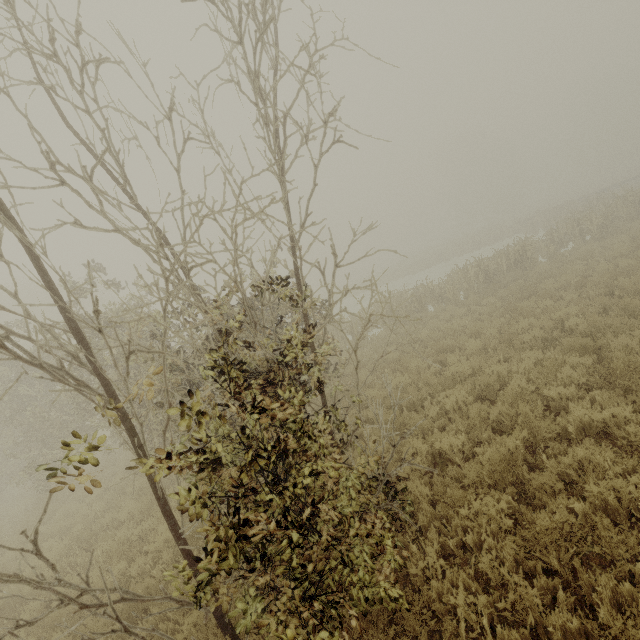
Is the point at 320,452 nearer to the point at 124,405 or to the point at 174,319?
the point at 174,319
